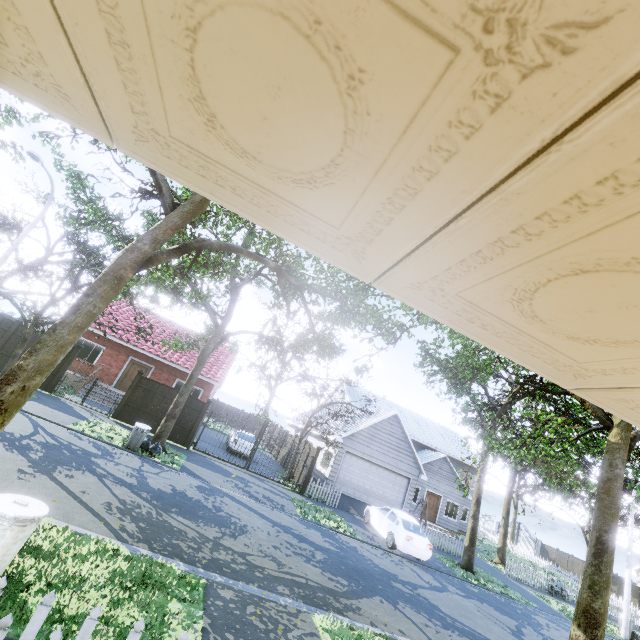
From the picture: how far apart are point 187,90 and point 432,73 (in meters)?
0.56

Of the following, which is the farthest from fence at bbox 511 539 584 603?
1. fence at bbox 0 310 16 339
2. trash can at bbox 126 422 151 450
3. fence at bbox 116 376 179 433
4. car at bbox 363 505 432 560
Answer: trash can at bbox 126 422 151 450

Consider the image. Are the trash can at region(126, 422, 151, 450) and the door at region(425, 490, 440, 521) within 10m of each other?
no

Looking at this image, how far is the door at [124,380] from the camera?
21.27m

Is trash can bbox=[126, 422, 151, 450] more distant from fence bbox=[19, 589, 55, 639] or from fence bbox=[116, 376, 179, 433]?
fence bbox=[19, 589, 55, 639]

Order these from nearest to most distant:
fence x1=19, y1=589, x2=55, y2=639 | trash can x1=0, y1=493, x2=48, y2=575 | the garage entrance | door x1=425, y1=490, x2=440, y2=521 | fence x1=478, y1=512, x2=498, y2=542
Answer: fence x1=19, y1=589, x2=55, y2=639 → trash can x1=0, y1=493, x2=48, y2=575 → the garage entrance → door x1=425, y1=490, x2=440, y2=521 → fence x1=478, y1=512, x2=498, y2=542

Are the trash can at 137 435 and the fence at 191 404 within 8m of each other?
yes
